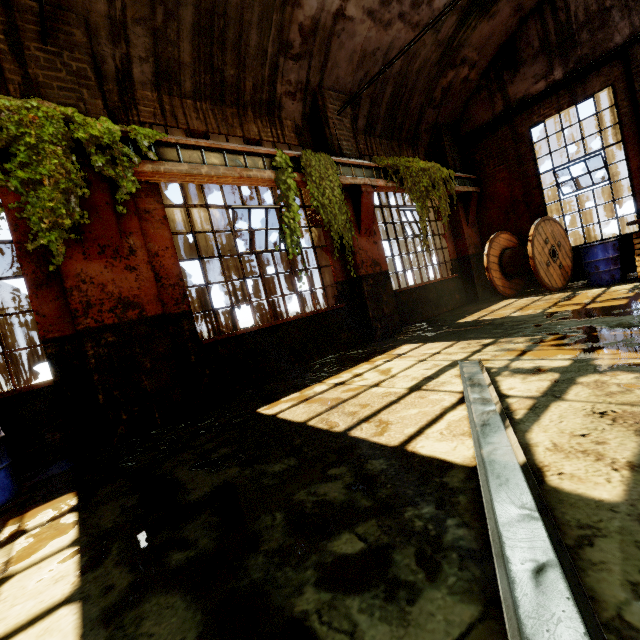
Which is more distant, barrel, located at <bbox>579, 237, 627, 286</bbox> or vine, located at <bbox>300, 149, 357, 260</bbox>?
barrel, located at <bbox>579, 237, 627, 286</bbox>

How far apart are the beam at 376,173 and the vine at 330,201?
0.05m

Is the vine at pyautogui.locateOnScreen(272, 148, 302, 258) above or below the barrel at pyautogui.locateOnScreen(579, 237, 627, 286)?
above

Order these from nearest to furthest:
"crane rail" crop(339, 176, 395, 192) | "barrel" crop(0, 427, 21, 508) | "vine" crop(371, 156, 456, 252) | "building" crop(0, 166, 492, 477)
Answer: "barrel" crop(0, 427, 21, 508) → "building" crop(0, 166, 492, 477) → "crane rail" crop(339, 176, 395, 192) → "vine" crop(371, 156, 456, 252)

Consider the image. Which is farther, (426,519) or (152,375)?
(152,375)

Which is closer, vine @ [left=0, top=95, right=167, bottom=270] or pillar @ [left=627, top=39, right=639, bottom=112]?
vine @ [left=0, top=95, right=167, bottom=270]

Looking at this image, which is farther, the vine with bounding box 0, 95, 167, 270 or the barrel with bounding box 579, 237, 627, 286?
the barrel with bounding box 579, 237, 627, 286

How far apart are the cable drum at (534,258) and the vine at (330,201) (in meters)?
4.35
